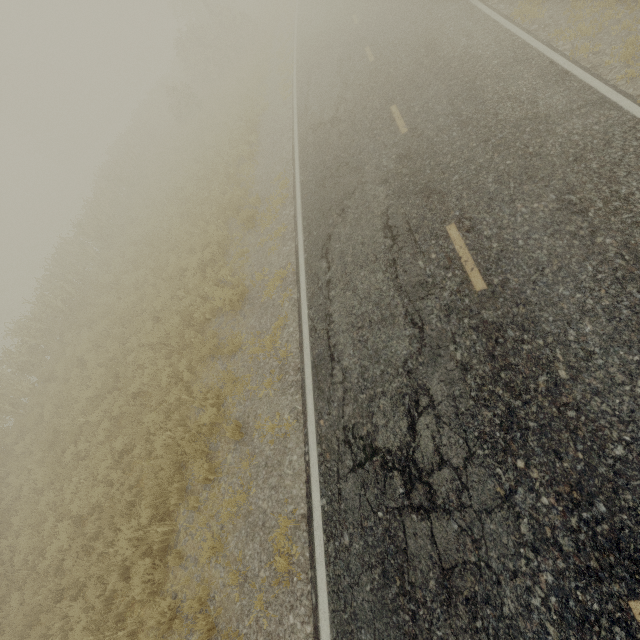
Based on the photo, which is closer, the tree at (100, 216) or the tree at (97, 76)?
the tree at (100, 216)

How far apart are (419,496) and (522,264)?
4.08m

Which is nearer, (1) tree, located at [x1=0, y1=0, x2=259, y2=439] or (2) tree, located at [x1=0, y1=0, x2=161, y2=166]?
(1) tree, located at [x1=0, y1=0, x2=259, y2=439]
